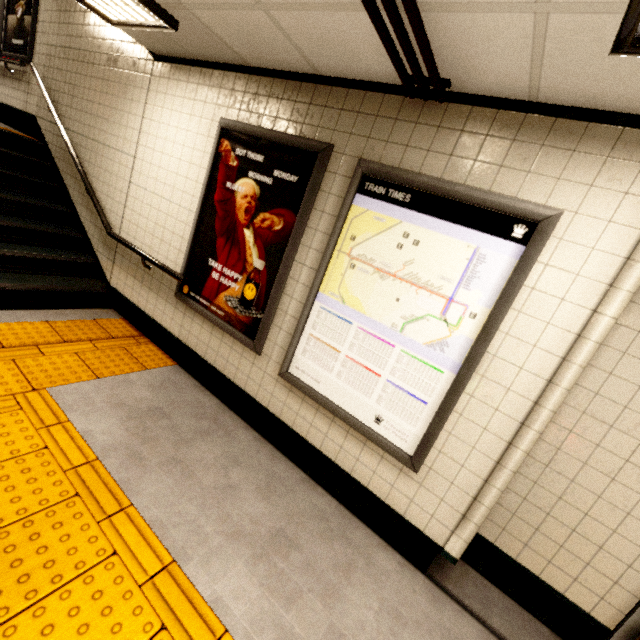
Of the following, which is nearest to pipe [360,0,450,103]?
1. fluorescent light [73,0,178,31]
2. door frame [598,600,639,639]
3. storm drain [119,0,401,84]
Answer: storm drain [119,0,401,84]

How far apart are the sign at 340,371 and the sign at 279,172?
0.2m

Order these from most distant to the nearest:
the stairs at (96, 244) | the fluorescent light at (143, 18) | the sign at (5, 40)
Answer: the sign at (5, 40) → the stairs at (96, 244) → the fluorescent light at (143, 18)

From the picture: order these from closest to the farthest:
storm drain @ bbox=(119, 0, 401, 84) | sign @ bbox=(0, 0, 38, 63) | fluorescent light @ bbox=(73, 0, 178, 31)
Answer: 1. storm drain @ bbox=(119, 0, 401, 84)
2. fluorescent light @ bbox=(73, 0, 178, 31)
3. sign @ bbox=(0, 0, 38, 63)

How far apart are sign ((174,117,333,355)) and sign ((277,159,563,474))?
0.22m

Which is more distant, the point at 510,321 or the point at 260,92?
the point at 260,92

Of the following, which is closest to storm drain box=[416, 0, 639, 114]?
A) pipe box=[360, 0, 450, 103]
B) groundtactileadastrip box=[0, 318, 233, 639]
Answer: pipe box=[360, 0, 450, 103]

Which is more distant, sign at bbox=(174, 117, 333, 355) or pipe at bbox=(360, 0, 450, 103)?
sign at bbox=(174, 117, 333, 355)
